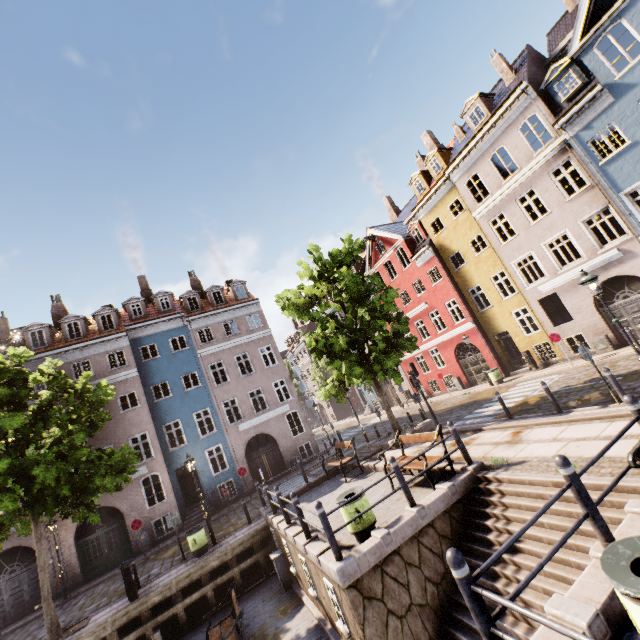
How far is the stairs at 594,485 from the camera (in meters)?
5.34

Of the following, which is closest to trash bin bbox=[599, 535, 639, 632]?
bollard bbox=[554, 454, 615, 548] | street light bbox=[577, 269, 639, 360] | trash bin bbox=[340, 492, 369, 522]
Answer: bollard bbox=[554, 454, 615, 548]

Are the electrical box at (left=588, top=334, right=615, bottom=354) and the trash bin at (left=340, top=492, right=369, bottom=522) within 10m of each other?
no

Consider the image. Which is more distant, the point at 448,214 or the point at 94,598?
the point at 448,214

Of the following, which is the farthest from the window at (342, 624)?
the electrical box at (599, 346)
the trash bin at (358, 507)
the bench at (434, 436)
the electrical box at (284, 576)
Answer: the electrical box at (599, 346)

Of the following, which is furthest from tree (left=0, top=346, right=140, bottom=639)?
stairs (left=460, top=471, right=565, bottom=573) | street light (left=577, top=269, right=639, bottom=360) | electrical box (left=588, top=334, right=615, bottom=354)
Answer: electrical box (left=588, top=334, right=615, bottom=354)

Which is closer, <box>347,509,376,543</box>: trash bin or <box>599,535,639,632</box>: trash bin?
<box>599,535,639,632</box>: trash bin

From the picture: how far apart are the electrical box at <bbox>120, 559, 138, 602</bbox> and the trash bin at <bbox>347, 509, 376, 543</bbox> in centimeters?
924cm
